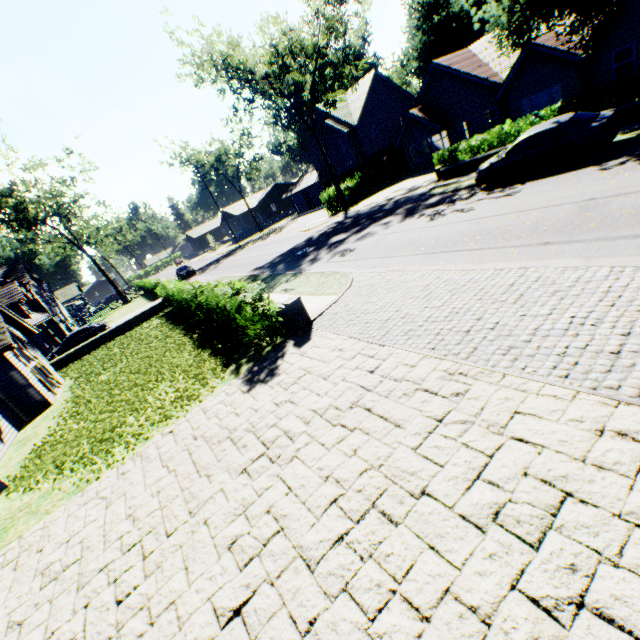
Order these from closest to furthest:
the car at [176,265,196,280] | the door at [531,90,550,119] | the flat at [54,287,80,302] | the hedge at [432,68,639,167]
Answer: the hedge at [432,68,639,167] < the door at [531,90,550,119] < the car at [176,265,196,280] < the flat at [54,287,80,302]

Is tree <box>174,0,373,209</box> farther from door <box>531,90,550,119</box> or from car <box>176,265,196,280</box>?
car <box>176,265,196,280</box>

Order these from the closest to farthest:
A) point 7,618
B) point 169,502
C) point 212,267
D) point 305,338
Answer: point 7,618
point 169,502
point 305,338
point 212,267

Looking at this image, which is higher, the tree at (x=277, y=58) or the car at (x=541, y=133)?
the tree at (x=277, y=58)

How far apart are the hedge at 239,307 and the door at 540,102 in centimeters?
2471cm

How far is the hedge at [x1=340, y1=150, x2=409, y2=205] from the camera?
32.53m

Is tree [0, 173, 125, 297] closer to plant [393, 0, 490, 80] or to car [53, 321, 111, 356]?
plant [393, 0, 490, 80]

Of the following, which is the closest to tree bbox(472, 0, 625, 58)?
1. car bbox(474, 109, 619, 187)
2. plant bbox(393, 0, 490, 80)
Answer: plant bbox(393, 0, 490, 80)
